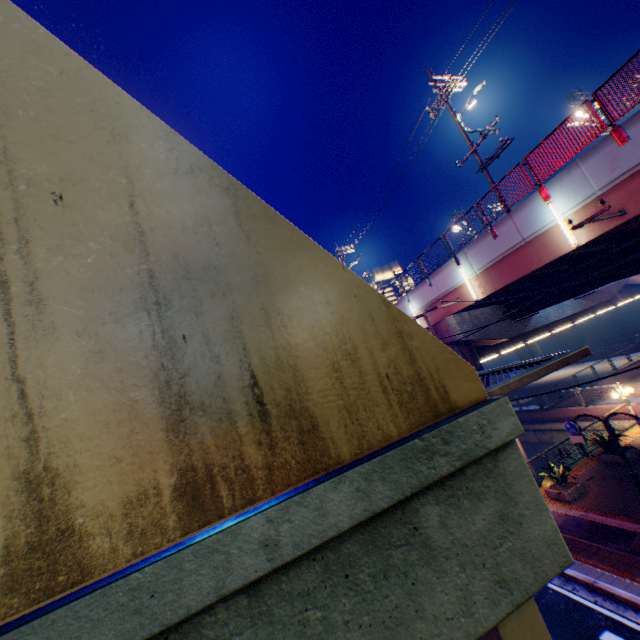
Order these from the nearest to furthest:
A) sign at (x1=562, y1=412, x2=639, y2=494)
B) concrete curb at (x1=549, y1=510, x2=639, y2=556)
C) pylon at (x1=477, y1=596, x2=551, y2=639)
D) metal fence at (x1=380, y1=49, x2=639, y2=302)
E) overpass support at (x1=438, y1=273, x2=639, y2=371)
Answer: pylon at (x1=477, y1=596, x2=551, y2=639) < metal fence at (x1=380, y1=49, x2=639, y2=302) < concrete curb at (x1=549, y1=510, x2=639, y2=556) < sign at (x1=562, y1=412, x2=639, y2=494) < overpass support at (x1=438, y1=273, x2=639, y2=371)

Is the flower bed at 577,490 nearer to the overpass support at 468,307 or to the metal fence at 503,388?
the metal fence at 503,388

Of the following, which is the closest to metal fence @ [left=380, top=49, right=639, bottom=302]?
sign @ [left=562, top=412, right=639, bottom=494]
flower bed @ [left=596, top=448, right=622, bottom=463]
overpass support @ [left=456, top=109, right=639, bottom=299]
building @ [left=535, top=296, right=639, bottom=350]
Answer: overpass support @ [left=456, top=109, right=639, bottom=299]

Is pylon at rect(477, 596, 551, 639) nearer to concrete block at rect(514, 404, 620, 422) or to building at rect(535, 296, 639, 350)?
concrete block at rect(514, 404, 620, 422)

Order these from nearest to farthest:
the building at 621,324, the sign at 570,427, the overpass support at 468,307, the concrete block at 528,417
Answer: the sign at 570,427 < the overpass support at 468,307 < the concrete block at 528,417 < the building at 621,324

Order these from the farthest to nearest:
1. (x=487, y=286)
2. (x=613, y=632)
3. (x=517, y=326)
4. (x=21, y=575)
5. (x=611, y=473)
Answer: (x=517, y=326)
(x=487, y=286)
(x=611, y=473)
(x=613, y=632)
(x=21, y=575)

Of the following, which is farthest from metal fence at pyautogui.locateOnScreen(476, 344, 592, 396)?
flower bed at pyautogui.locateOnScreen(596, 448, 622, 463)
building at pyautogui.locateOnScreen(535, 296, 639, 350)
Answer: building at pyautogui.locateOnScreen(535, 296, 639, 350)

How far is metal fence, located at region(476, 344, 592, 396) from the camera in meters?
2.0
